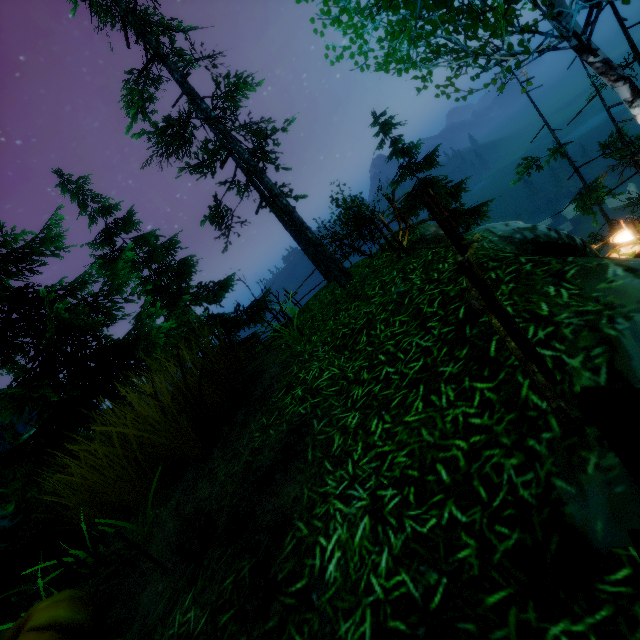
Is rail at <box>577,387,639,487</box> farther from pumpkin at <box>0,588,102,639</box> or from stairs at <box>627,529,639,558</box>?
pumpkin at <box>0,588,102,639</box>

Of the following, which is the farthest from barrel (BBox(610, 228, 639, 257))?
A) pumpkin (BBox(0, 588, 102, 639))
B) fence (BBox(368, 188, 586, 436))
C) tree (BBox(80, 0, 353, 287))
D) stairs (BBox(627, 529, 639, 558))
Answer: pumpkin (BBox(0, 588, 102, 639))

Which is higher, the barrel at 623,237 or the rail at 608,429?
the rail at 608,429

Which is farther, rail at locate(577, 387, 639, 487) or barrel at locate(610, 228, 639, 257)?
barrel at locate(610, 228, 639, 257)

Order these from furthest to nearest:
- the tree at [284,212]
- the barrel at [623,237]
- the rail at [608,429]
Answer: the tree at [284,212], the barrel at [623,237], the rail at [608,429]

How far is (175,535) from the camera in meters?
3.6 m

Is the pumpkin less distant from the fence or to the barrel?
the fence

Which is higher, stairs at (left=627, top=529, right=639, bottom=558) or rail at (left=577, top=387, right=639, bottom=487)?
rail at (left=577, top=387, right=639, bottom=487)
